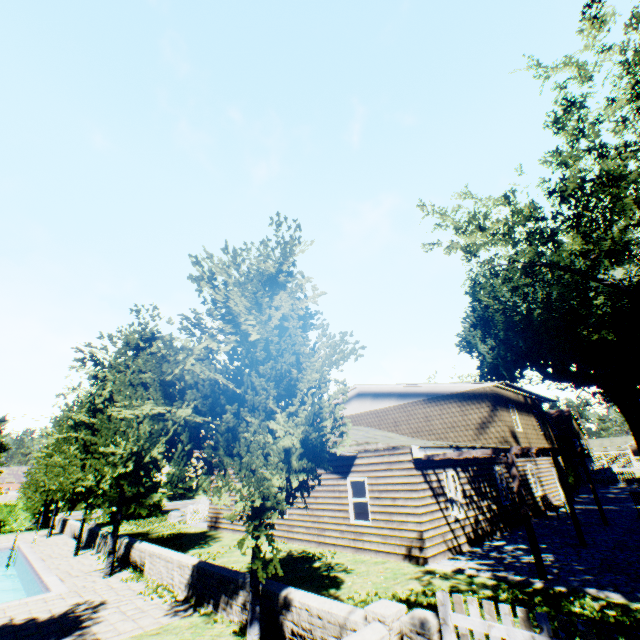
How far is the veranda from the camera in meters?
8.5 m

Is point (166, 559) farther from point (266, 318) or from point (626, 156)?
point (626, 156)

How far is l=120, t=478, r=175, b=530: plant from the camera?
23.17m

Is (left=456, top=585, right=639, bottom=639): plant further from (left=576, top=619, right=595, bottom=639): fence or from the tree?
the tree

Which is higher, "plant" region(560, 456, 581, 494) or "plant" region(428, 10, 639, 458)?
"plant" region(428, 10, 639, 458)

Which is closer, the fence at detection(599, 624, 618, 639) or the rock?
the fence at detection(599, 624, 618, 639)

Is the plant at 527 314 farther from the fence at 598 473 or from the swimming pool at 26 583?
the swimming pool at 26 583

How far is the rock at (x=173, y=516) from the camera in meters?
24.1
